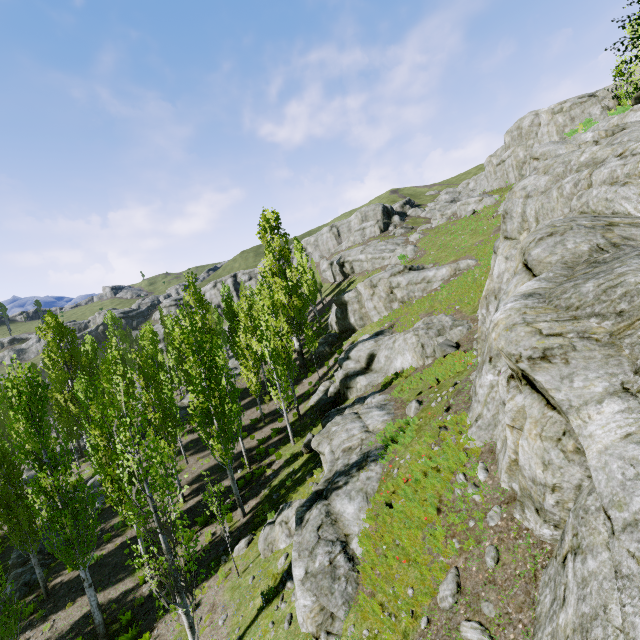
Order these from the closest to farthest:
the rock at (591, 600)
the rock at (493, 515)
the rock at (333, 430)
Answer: the rock at (591, 600), the rock at (493, 515), the rock at (333, 430)

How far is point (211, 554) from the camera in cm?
1586

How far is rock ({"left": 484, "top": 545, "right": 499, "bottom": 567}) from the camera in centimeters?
603cm

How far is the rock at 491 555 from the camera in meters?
6.0

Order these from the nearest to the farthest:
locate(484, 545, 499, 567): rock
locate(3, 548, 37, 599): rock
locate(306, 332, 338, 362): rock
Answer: locate(484, 545, 499, 567): rock → locate(3, 548, 37, 599): rock → locate(306, 332, 338, 362): rock

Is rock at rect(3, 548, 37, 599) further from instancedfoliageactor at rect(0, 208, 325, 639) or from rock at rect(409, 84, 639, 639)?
rock at rect(409, 84, 639, 639)
